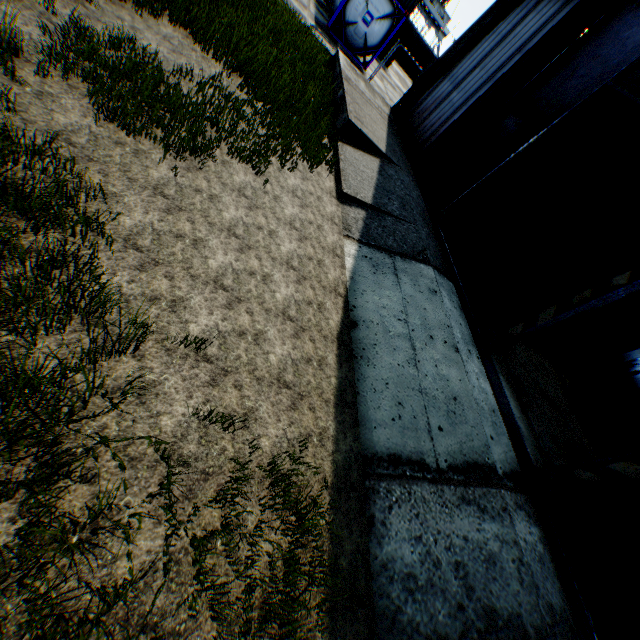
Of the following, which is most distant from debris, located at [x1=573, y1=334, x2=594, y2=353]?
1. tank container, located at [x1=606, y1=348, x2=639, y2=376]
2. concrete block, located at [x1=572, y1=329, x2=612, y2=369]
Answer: tank container, located at [x1=606, y1=348, x2=639, y2=376]

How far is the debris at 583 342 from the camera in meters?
14.8

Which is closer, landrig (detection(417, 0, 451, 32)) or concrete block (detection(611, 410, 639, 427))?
concrete block (detection(611, 410, 639, 427))

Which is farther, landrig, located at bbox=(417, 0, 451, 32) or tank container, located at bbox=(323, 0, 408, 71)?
landrig, located at bbox=(417, 0, 451, 32)

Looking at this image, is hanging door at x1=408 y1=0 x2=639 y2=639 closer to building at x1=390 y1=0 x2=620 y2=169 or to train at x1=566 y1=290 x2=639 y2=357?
building at x1=390 y1=0 x2=620 y2=169

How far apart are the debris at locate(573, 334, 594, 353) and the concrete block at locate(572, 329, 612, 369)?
0.37m

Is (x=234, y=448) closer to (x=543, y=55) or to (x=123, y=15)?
(x=123, y=15)

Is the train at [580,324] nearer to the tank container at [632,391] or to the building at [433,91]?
the tank container at [632,391]
